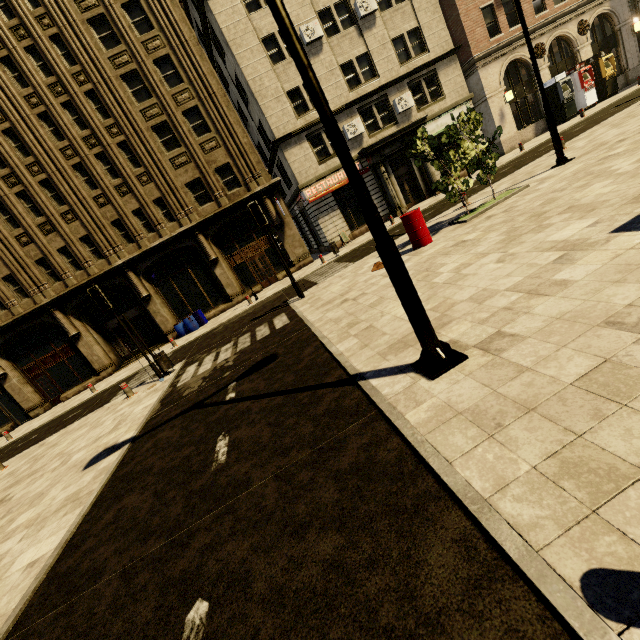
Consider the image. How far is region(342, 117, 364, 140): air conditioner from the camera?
21.20m

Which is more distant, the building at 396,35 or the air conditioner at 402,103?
the air conditioner at 402,103

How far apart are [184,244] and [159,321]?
5.4 meters

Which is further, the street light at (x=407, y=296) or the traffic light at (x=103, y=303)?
the traffic light at (x=103, y=303)

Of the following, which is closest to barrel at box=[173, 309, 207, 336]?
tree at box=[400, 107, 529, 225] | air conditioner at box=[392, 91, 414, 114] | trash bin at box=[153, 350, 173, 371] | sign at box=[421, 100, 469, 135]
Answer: trash bin at box=[153, 350, 173, 371]

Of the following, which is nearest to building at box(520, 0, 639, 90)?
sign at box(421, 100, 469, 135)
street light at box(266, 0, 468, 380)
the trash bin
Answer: sign at box(421, 100, 469, 135)

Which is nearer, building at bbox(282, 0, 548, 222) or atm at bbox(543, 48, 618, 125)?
building at bbox(282, 0, 548, 222)

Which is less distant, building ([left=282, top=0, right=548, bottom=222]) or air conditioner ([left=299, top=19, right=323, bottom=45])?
air conditioner ([left=299, top=19, right=323, bottom=45])
